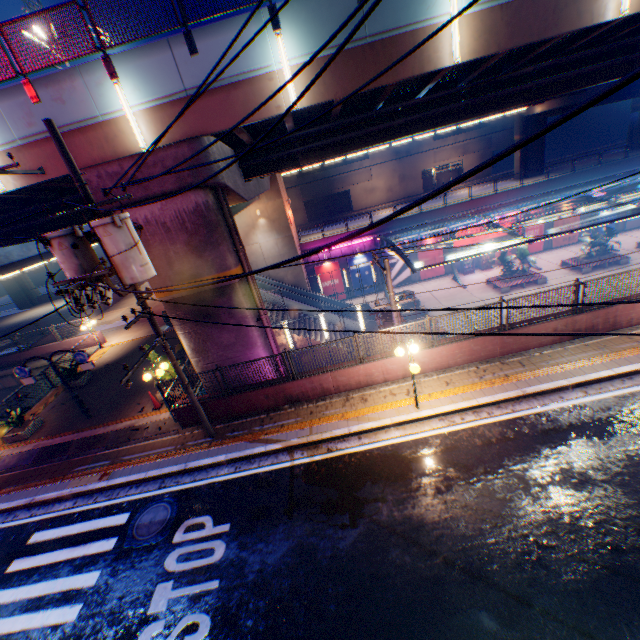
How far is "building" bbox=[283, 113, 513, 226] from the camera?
47.56m

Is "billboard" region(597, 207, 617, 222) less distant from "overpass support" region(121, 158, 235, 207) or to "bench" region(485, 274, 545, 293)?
"overpass support" region(121, 158, 235, 207)

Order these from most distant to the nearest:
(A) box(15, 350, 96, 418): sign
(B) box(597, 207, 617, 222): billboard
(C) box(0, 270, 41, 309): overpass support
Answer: (C) box(0, 270, 41, 309): overpass support < (B) box(597, 207, 617, 222): billboard < (A) box(15, 350, 96, 418): sign

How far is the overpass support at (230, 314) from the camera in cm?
1198

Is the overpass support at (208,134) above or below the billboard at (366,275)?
above

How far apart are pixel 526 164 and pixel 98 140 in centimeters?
4515cm

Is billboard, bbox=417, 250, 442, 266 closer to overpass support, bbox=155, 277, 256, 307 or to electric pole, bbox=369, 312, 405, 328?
overpass support, bbox=155, 277, 256, 307

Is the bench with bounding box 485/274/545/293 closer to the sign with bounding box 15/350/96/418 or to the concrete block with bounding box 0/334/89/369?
the sign with bounding box 15/350/96/418
